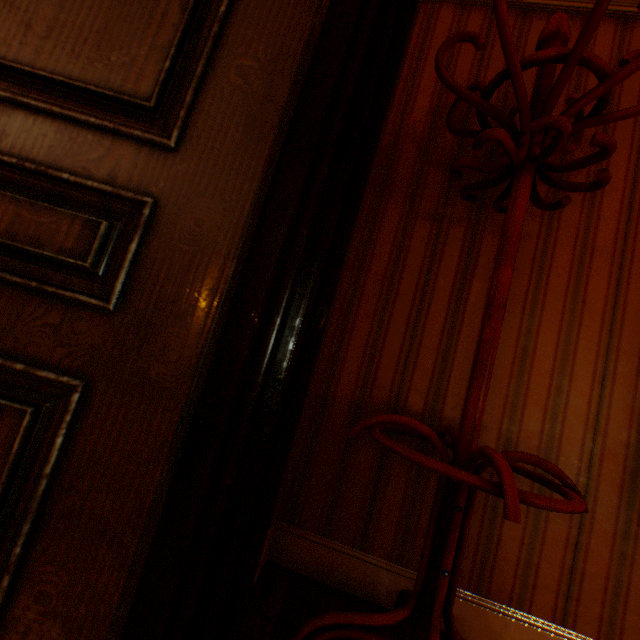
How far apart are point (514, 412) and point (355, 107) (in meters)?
1.33

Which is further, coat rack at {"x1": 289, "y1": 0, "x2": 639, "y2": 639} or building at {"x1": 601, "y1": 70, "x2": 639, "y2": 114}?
building at {"x1": 601, "y1": 70, "x2": 639, "y2": 114}

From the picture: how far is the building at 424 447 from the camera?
1.40m

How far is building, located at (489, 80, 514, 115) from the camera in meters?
1.6 m

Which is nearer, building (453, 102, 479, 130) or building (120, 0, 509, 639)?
building (120, 0, 509, 639)

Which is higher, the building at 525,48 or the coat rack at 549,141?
the building at 525,48
